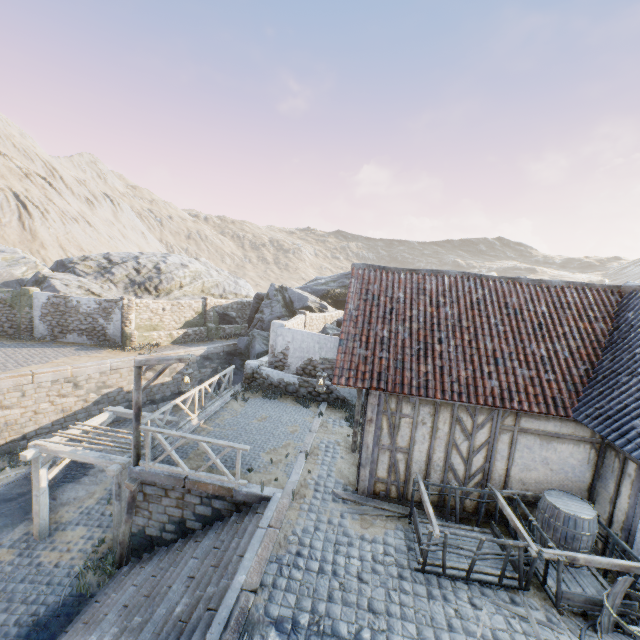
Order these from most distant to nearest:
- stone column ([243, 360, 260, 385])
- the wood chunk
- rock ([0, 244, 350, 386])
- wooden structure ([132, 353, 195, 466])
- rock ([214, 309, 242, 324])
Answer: rock ([214, 309, 242, 324]) < rock ([0, 244, 350, 386]) < stone column ([243, 360, 260, 385]) < wooden structure ([132, 353, 195, 466]) < the wood chunk

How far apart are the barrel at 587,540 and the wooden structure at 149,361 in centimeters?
906cm

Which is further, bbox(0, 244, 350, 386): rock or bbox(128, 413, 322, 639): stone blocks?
bbox(0, 244, 350, 386): rock

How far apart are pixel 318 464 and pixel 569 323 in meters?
8.0

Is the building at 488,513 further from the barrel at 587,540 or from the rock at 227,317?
the rock at 227,317

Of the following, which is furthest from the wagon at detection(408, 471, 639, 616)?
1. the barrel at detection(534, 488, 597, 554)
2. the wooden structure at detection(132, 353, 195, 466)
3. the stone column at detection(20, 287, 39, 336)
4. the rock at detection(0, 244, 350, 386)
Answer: the stone column at detection(20, 287, 39, 336)

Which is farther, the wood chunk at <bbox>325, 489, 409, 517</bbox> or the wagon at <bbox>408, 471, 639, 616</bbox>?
the wood chunk at <bbox>325, 489, 409, 517</bbox>

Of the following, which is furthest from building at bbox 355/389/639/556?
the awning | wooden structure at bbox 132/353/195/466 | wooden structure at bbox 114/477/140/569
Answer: the awning
